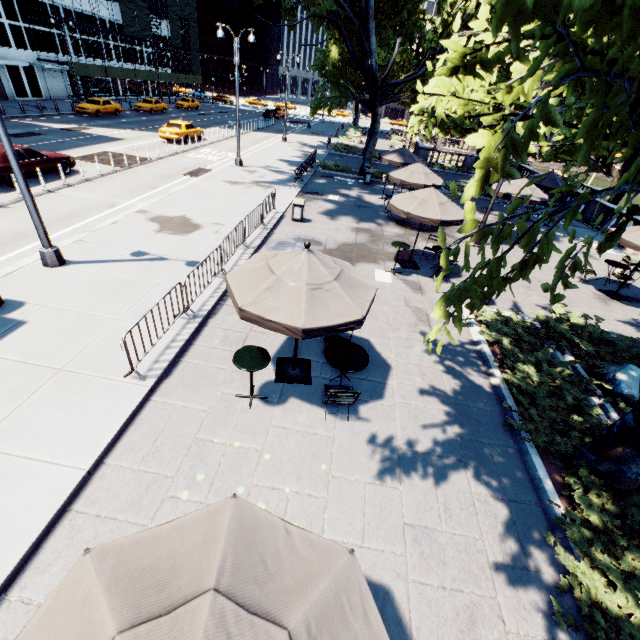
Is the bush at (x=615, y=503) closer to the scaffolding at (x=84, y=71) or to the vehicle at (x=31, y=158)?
the vehicle at (x=31, y=158)

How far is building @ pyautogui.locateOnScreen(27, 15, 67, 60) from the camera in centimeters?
3484cm

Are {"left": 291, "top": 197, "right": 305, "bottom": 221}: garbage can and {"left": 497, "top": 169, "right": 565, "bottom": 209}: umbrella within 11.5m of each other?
yes

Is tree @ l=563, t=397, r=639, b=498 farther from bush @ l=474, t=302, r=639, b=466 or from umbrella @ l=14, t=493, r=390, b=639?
umbrella @ l=14, t=493, r=390, b=639

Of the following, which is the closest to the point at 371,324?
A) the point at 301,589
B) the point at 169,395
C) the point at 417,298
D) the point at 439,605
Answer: the point at 417,298

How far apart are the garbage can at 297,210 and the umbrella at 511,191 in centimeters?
949cm

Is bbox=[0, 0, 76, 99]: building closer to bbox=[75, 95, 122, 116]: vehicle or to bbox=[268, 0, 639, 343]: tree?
bbox=[75, 95, 122, 116]: vehicle

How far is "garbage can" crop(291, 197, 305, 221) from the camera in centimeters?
1495cm
